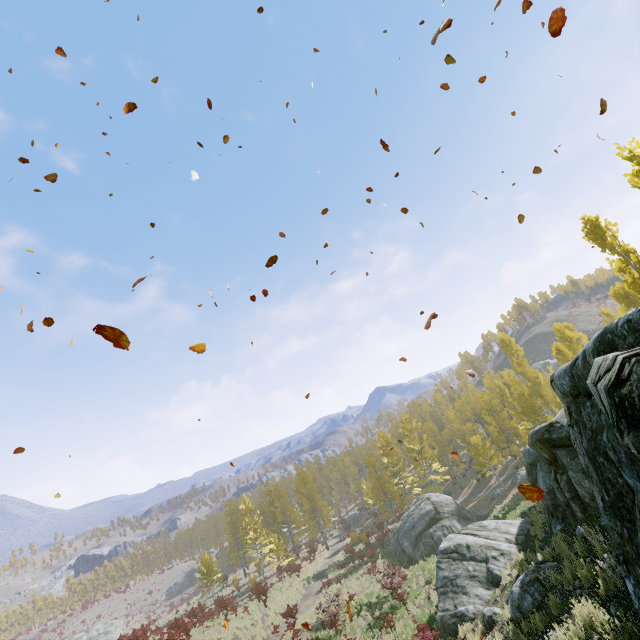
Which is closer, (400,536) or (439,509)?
(439,509)

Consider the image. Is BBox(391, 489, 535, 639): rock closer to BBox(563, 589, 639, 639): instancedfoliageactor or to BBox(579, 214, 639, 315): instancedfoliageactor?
BBox(563, 589, 639, 639): instancedfoliageactor

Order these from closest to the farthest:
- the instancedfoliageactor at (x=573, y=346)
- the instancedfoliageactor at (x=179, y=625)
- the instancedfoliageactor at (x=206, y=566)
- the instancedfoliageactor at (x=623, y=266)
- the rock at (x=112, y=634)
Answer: the instancedfoliageactor at (x=623, y=266) → the instancedfoliageactor at (x=179, y=625) → the instancedfoliageactor at (x=573, y=346) → the rock at (x=112, y=634) → the instancedfoliageactor at (x=206, y=566)

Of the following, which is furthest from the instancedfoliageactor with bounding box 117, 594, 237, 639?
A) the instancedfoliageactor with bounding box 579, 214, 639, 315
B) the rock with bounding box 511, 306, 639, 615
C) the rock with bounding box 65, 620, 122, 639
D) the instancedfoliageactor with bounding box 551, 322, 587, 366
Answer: the rock with bounding box 65, 620, 122, 639

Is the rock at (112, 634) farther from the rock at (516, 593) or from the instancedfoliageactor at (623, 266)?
the instancedfoliageactor at (623, 266)

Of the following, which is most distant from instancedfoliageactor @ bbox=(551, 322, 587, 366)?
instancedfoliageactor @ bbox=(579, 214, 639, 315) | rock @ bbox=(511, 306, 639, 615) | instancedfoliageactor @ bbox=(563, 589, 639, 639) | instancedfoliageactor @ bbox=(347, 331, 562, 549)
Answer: instancedfoliageactor @ bbox=(563, 589, 639, 639)

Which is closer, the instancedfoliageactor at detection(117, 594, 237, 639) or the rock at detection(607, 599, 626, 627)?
the rock at detection(607, 599, 626, 627)

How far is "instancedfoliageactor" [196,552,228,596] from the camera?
38.9m
